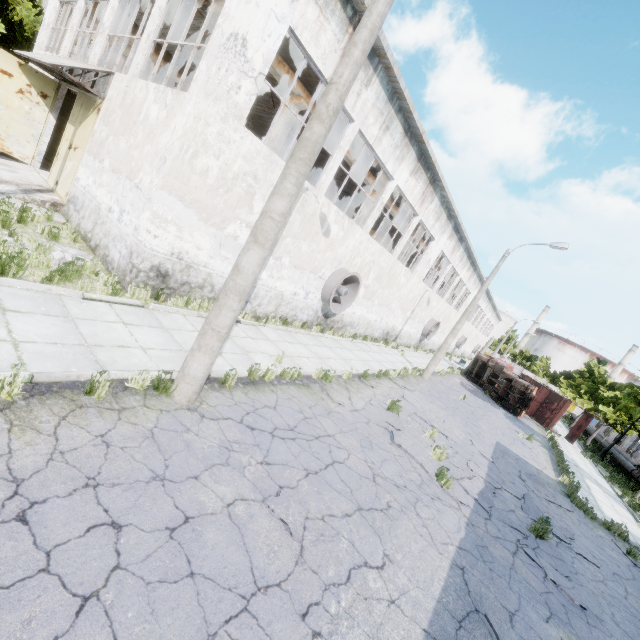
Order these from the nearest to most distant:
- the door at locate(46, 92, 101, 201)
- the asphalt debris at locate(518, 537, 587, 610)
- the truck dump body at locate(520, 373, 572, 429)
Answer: the asphalt debris at locate(518, 537, 587, 610) < the door at locate(46, 92, 101, 201) < the truck dump body at locate(520, 373, 572, 429)

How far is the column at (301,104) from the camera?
12.2 meters

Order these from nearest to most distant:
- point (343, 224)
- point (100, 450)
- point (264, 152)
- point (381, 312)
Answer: point (100, 450) < point (264, 152) < point (343, 224) < point (381, 312)

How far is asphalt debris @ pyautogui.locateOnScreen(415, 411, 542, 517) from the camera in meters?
8.2

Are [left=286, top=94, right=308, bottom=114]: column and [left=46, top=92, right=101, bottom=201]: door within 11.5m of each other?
yes

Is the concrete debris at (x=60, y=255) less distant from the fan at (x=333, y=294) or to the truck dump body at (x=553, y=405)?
the fan at (x=333, y=294)

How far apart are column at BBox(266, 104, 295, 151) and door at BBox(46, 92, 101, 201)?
5.31m

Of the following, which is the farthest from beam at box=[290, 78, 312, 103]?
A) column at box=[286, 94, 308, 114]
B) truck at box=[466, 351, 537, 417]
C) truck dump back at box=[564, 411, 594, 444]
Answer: truck dump back at box=[564, 411, 594, 444]
